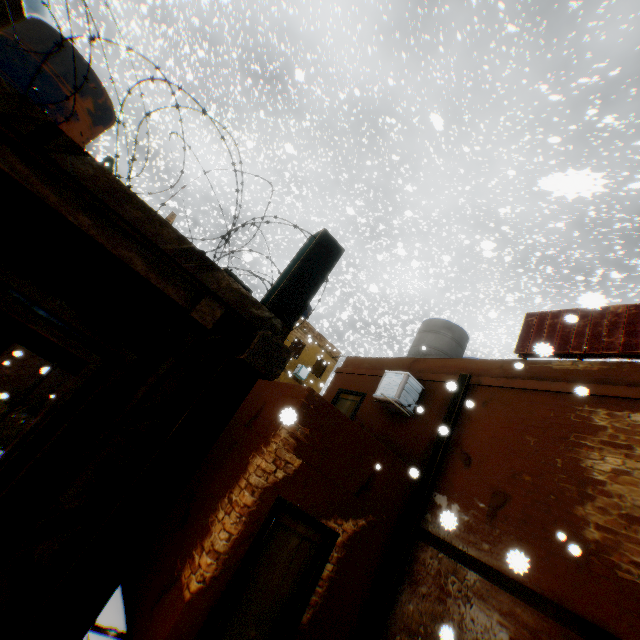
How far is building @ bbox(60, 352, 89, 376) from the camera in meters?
6.1 m

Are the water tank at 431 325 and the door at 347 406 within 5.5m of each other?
yes

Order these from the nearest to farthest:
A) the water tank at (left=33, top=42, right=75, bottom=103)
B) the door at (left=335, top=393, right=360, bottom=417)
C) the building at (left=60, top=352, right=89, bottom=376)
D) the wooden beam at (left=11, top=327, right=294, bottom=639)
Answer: the wooden beam at (left=11, top=327, right=294, bottom=639) → the water tank at (left=33, top=42, right=75, bottom=103) → the building at (left=60, top=352, right=89, bottom=376) → the door at (left=335, top=393, right=360, bottom=417)

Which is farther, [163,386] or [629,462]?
[629,462]

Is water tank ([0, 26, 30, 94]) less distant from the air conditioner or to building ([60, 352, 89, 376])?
building ([60, 352, 89, 376])

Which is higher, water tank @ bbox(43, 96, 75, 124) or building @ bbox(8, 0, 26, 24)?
building @ bbox(8, 0, 26, 24)

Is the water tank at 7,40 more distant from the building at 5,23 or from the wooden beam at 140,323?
the building at 5,23

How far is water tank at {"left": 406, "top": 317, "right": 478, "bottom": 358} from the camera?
10.0 meters
